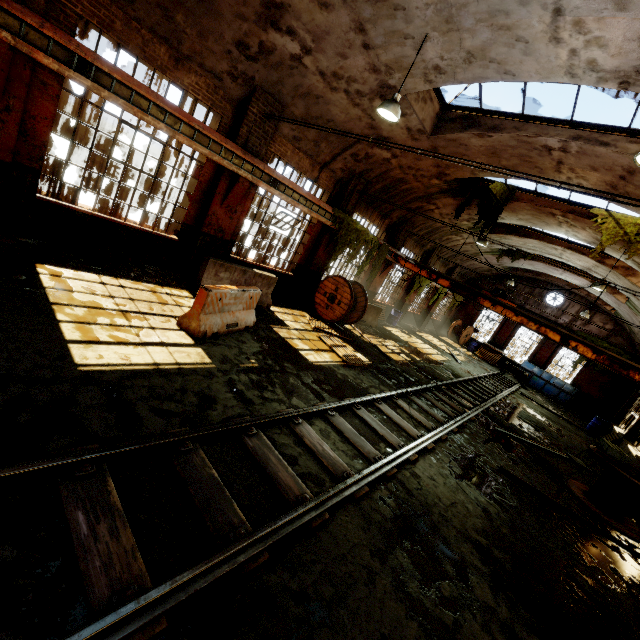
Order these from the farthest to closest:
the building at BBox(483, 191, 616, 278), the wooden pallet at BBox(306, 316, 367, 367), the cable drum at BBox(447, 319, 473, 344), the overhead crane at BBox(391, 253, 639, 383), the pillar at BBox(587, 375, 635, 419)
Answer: the cable drum at BBox(447, 319, 473, 344) < the pillar at BBox(587, 375, 635, 419) < the building at BBox(483, 191, 616, 278) < the overhead crane at BBox(391, 253, 639, 383) < the wooden pallet at BBox(306, 316, 367, 367)

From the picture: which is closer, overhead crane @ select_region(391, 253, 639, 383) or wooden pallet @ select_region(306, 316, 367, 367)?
wooden pallet @ select_region(306, 316, 367, 367)

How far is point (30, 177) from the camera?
6.6 meters

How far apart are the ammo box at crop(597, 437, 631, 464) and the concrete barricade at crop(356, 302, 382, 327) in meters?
9.3 m

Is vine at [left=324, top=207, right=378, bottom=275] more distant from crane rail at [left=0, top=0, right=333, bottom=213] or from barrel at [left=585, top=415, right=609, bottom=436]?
barrel at [left=585, top=415, right=609, bottom=436]

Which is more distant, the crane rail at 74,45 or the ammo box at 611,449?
the ammo box at 611,449

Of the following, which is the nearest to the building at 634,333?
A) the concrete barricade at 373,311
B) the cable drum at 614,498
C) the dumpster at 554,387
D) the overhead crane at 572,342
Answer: the overhead crane at 572,342

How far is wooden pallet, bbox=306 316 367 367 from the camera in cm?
960
